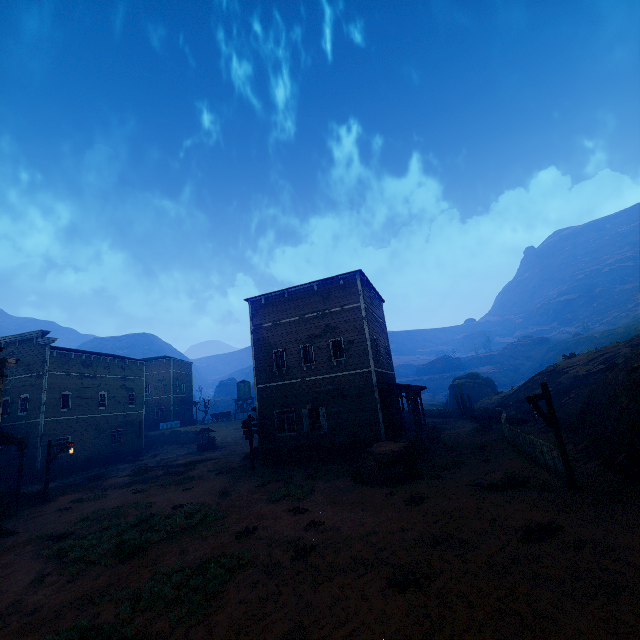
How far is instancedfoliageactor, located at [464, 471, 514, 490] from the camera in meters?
10.3

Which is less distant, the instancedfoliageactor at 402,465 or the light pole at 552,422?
the light pole at 552,422

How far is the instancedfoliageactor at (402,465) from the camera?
12.9m

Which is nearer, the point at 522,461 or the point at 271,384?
the point at 522,461

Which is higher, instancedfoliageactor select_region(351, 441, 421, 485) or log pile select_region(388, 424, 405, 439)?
log pile select_region(388, 424, 405, 439)

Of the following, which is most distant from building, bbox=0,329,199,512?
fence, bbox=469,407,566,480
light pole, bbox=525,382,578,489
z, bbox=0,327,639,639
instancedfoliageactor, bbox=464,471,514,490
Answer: light pole, bbox=525,382,578,489

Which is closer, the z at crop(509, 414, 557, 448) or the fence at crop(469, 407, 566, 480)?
the fence at crop(469, 407, 566, 480)

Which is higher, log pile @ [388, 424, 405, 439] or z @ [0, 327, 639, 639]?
log pile @ [388, 424, 405, 439]
